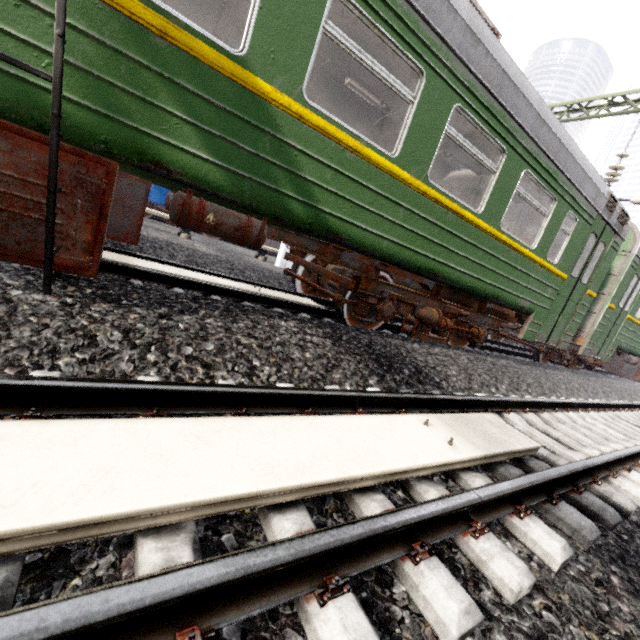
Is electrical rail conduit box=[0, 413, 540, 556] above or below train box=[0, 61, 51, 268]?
below

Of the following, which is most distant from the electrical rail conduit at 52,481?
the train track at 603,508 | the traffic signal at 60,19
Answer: the traffic signal at 60,19

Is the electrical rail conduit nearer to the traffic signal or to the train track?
the train track

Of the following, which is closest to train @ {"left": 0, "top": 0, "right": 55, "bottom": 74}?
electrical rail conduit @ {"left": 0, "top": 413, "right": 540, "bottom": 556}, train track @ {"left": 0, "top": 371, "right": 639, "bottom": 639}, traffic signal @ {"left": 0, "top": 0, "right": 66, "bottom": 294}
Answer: traffic signal @ {"left": 0, "top": 0, "right": 66, "bottom": 294}

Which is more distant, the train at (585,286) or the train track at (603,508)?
the train at (585,286)

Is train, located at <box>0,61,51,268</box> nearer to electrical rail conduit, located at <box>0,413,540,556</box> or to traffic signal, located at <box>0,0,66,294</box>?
traffic signal, located at <box>0,0,66,294</box>

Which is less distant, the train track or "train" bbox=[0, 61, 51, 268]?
the train track

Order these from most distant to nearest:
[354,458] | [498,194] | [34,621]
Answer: [498,194], [354,458], [34,621]
